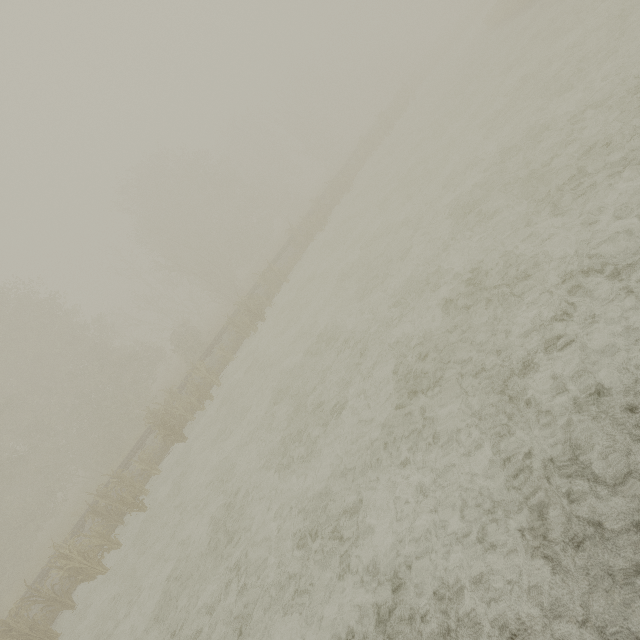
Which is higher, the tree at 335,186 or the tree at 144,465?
the tree at 144,465

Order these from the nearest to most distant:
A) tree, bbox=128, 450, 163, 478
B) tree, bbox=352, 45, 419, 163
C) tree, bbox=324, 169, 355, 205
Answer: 1. tree, bbox=128, 450, 163, 478
2. tree, bbox=324, 169, 355, 205
3. tree, bbox=352, 45, 419, 163

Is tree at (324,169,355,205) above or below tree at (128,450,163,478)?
below

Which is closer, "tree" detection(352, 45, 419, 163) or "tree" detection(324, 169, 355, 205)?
"tree" detection(324, 169, 355, 205)

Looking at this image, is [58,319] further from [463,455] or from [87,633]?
[463,455]

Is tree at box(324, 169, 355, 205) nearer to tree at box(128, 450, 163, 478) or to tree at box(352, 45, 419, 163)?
tree at box(352, 45, 419, 163)

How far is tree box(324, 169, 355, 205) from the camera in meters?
24.3 m

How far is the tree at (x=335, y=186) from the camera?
24.3m
